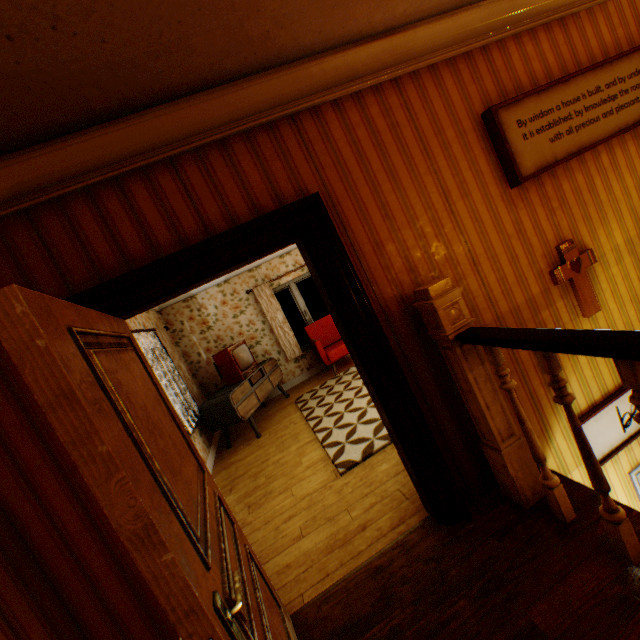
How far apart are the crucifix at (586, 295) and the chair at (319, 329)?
4.6 meters

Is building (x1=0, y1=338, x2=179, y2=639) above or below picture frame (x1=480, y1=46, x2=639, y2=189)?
below

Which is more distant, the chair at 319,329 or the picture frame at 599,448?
the chair at 319,329

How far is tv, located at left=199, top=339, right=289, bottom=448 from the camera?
5.4 meters

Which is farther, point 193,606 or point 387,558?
point 387,558

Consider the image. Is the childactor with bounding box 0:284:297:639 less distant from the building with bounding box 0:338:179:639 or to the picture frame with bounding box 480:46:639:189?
the building with bounding box 0:338:179:639

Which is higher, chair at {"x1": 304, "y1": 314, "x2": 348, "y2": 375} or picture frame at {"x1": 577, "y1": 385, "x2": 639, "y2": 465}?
chair at {"x1": 304, "y1": 314, "x2": 348, "y2": 375}

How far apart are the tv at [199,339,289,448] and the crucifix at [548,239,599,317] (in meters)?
4.64
